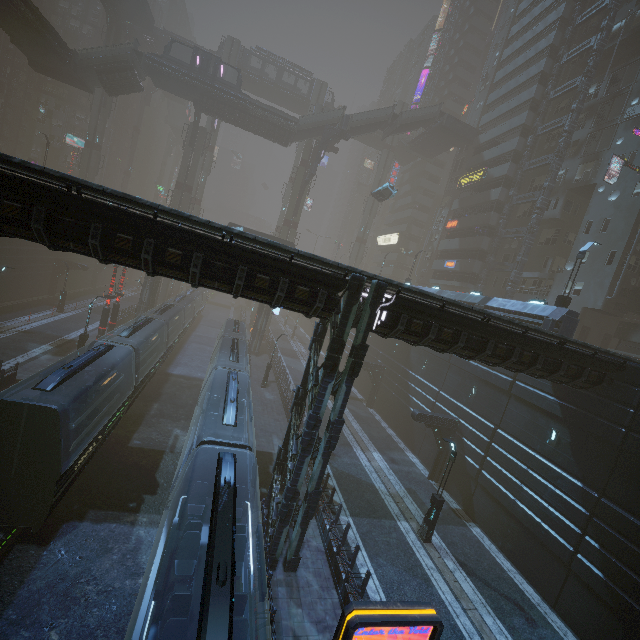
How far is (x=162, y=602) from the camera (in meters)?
9.09

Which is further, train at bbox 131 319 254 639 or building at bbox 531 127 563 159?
building at bbox 531 127 563 159

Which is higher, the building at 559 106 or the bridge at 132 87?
the building at 559 106

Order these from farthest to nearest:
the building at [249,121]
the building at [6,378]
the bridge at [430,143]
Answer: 1. the bridge at [430,143]
2. the building at [249,121]
3. the building at [6,378]

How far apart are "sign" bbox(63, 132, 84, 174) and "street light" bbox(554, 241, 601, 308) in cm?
7602

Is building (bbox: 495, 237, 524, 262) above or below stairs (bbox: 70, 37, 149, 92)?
below

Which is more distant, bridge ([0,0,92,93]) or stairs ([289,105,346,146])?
stairs ([289,105,346,146])

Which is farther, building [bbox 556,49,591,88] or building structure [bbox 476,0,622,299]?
building [bbox 556,49,591,88]
